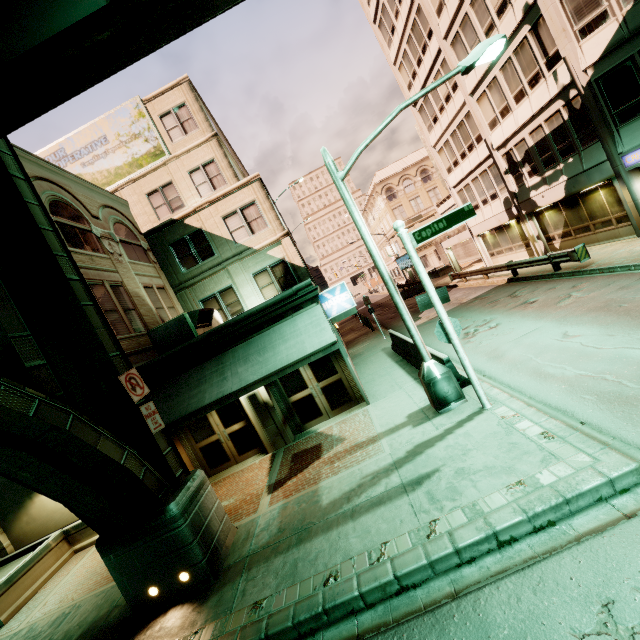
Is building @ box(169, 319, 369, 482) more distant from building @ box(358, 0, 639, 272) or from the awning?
building @ box(358, 0, 639, 272)

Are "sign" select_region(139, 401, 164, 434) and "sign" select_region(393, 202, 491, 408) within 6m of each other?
no

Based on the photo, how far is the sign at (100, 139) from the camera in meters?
18.2

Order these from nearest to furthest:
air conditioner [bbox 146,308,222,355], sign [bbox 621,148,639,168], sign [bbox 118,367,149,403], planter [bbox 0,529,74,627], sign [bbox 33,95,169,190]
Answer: sign [bbox 118,367,149,403]
planter [bbox 0,529,74,627]
air conditioner [bbox 146,308,222,355]
sign [bbox 621,148,639,168]
sign [bbox 33,95,169,190]

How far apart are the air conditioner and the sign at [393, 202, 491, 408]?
7.4 meters

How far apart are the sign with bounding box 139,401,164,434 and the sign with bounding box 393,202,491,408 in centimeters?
651cm

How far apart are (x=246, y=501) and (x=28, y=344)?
6.34m

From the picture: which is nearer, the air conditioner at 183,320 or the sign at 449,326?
the sign at 449,326
